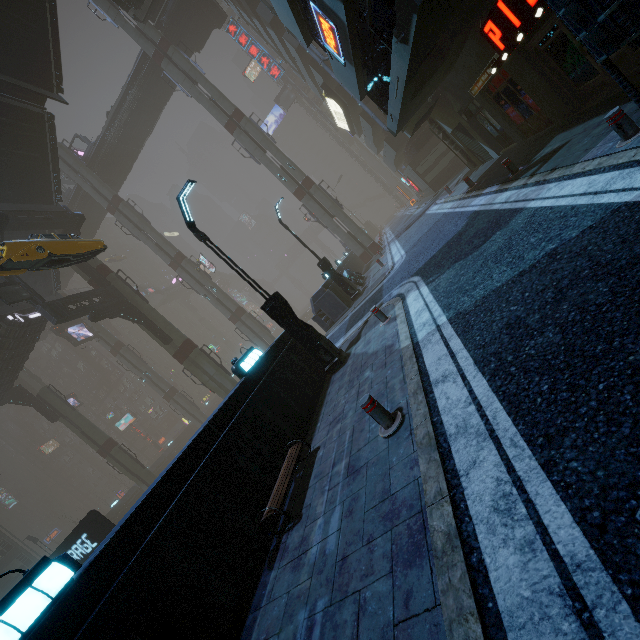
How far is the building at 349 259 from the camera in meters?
24.6 m

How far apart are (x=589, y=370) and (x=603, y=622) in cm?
185

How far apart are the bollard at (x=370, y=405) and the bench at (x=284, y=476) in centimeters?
184cm

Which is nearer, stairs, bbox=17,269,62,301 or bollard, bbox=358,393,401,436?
bollard, bbox=358,393,401,436

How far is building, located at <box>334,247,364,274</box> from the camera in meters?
24.6 m

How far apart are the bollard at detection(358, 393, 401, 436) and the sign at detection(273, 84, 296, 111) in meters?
64.7 m

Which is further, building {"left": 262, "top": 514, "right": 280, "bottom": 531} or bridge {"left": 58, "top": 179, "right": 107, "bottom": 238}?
bridge {"left": 58, "top": 179, "right": 107, "bottom": 238}

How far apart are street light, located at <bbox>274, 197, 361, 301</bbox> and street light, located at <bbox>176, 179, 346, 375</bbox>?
8.24m
